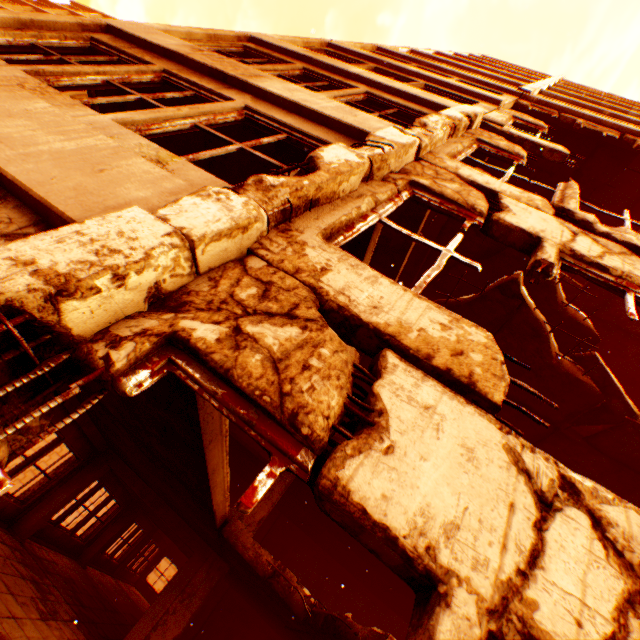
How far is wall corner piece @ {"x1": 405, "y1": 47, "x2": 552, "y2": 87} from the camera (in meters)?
11.66

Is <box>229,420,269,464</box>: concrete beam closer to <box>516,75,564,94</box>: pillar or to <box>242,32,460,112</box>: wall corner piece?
<box>242,32,460,112</box>: wall corner piece

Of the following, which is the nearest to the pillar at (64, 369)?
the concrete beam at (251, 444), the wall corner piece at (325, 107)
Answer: the wall corner piece at (325, 107)

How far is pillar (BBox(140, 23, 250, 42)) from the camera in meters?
5.3 m

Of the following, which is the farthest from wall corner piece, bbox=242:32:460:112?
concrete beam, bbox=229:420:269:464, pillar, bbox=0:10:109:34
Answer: concrete beam, bbox=229:420:269:464

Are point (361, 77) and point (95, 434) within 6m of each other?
no

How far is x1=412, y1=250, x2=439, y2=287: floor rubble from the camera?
10.1m

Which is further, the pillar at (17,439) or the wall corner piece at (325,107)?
the wall corner piece at (325,107)
